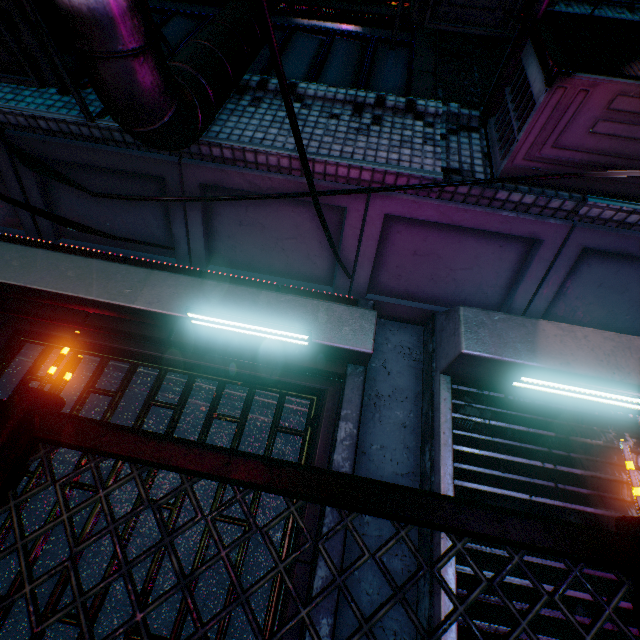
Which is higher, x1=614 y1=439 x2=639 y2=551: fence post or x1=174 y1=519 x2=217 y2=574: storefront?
x1=614 y1=439 x2=639 y2=551: fence post

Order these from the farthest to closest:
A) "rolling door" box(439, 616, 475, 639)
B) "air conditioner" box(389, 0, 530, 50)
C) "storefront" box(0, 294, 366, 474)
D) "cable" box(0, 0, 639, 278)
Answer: "air conditioner" box(389, 0, 530, 50) < "storefront" box(0, 294, 366, 474) < "rolling door" box(439, 616, 475, 639) < "cable" box(0, 0, 639, 278)

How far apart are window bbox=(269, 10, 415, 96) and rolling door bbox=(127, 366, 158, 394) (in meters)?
1.61

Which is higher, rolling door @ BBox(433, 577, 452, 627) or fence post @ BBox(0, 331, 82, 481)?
fence post @ BBox(0, 331, 82, 481)

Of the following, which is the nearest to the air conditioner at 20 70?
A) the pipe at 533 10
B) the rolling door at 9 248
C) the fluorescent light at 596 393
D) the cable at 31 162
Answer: the cable at 31 162

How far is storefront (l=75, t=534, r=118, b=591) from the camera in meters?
1.5 m

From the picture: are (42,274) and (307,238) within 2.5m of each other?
yes

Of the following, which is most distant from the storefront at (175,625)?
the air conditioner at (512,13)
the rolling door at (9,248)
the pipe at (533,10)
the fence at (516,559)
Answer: the air conditioner at (512,13)
